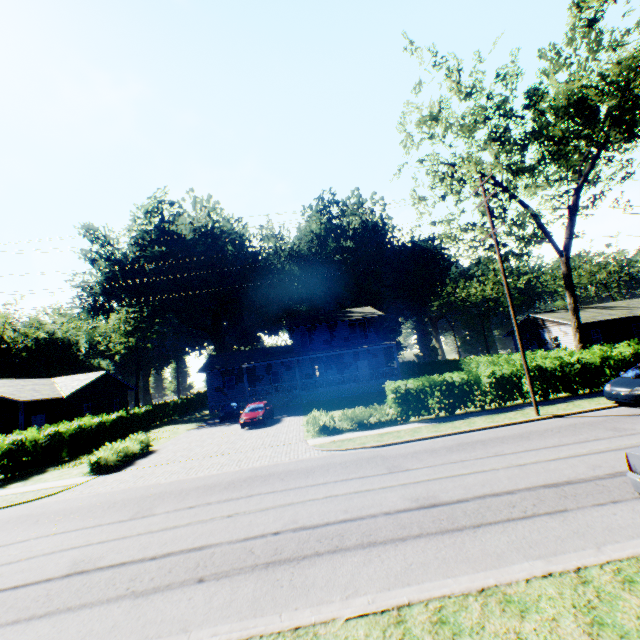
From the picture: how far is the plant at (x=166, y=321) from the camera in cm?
4538

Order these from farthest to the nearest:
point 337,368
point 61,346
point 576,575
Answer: point 61,346, point 337,368, point 576,575

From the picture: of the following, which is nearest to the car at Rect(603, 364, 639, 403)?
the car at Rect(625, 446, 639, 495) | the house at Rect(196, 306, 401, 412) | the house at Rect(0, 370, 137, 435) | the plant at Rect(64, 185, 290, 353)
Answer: the car at Rect(625, 446, 639, 495)

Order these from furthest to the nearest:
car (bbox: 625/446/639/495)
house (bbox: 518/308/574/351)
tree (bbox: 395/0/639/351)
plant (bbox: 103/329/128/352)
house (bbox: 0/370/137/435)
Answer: plant (bbox: 103/329/128/352) → house (bbox: 518/308/574/351) → house (bbox: 0/370/137/435) → tree (bbox: 395/0/639/351) → car (bbox: 625/446/639/495)

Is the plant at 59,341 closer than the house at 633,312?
No

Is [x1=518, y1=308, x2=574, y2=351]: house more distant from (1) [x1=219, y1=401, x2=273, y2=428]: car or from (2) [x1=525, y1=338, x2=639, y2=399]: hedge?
(1) [x1=219, y1=401, x2=273, y2=428]: car

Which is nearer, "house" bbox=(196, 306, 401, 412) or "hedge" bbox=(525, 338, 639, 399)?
"hedge" bbox=(525, 338, 639, 399)

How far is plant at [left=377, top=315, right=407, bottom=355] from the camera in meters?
53.1 m
